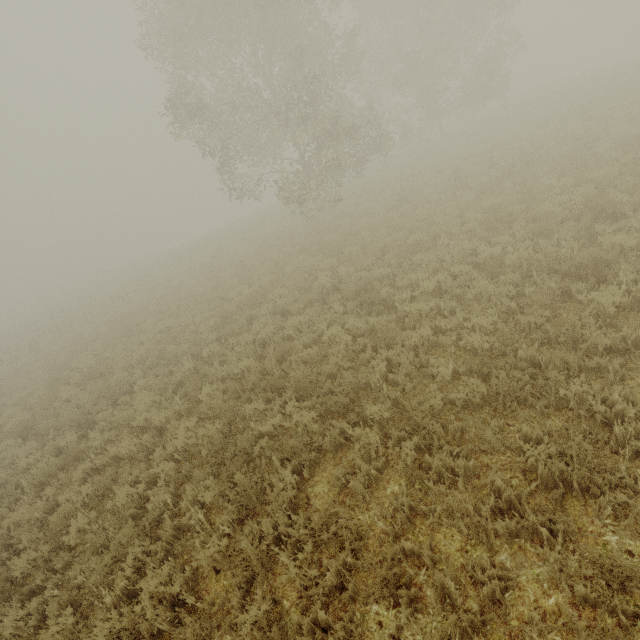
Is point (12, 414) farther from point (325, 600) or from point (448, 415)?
point (448, 415)
